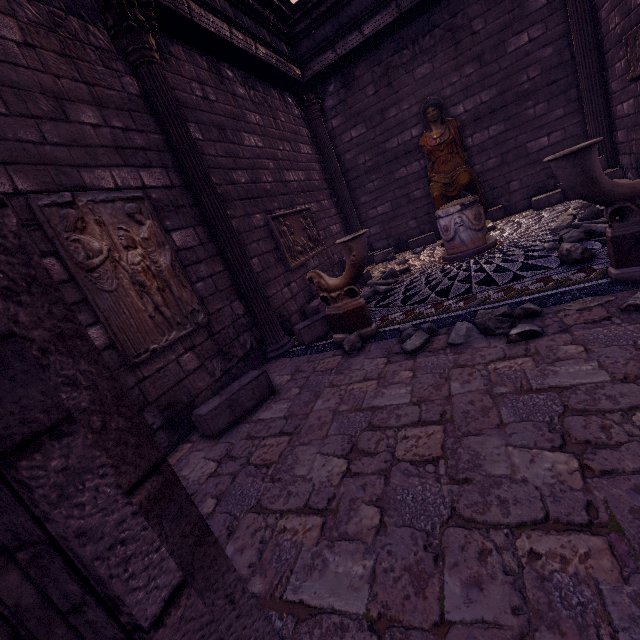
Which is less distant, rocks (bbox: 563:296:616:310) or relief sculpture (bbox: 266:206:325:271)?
rocks (bbox: 563:296:616:310)

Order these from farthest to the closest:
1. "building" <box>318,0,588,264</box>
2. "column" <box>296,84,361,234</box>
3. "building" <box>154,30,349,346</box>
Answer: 1. "column" <box>296,84,361,234</box>
2. "building" <box>318,0,588,264</box>
3. "building" <box>154,30,349,346</box>

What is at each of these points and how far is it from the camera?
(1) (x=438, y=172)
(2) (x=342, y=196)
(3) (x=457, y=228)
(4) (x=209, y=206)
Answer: (1) sculpture, 7.86m
(2) column, 9.06m
(3) column base, 5.54m
(4) column, 4.43m

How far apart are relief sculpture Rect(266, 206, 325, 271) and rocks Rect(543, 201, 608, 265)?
4.00m

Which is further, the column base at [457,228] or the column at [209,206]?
the column base at [457,228]

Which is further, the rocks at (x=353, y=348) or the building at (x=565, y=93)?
the building at (x=565, y=93)

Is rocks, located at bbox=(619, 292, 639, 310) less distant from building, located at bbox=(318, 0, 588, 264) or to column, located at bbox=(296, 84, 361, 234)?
building, located at bbox=(318, 0, 588, 264)

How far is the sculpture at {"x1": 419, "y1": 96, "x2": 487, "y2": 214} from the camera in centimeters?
731cm
